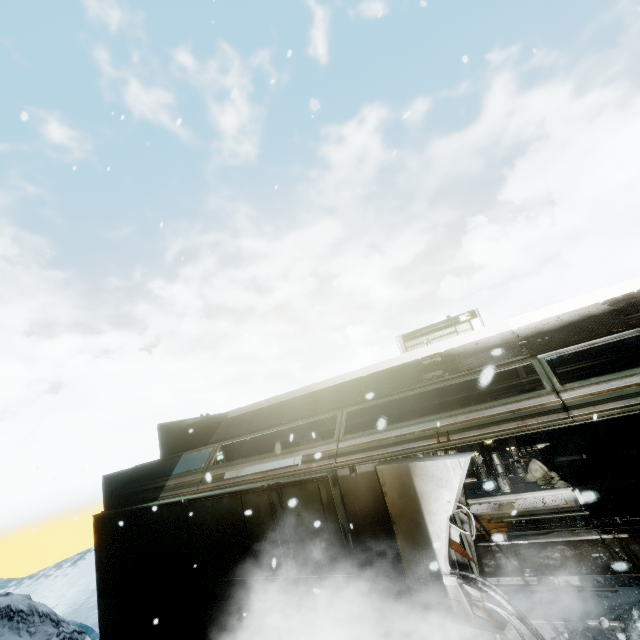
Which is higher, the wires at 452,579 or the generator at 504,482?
the wires at 452,579

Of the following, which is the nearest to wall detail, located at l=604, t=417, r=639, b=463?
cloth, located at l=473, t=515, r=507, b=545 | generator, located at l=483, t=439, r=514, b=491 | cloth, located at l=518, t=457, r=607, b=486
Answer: cloth, located at l=518, t=457, r=607, b=486

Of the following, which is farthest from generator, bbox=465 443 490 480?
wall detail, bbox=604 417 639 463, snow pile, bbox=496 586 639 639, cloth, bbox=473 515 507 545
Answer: snow pile, bbox=496 586 639 639

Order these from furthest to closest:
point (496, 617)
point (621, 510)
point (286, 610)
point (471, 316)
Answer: point (471, 316) < point (621, 510) < point (286, 610) < point (496, 617)

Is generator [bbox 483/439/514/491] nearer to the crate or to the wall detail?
the crate

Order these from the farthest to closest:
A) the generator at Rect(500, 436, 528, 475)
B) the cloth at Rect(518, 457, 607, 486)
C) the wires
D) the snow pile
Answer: the generator at Rect(500, 436, 528, 475) → the cloth at Rect(518, 457, 607, 486) → the snow pile → the wires

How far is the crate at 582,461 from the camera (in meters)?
9.34

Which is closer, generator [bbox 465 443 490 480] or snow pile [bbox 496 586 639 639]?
snow pile [bbox 496 586 639 639]
